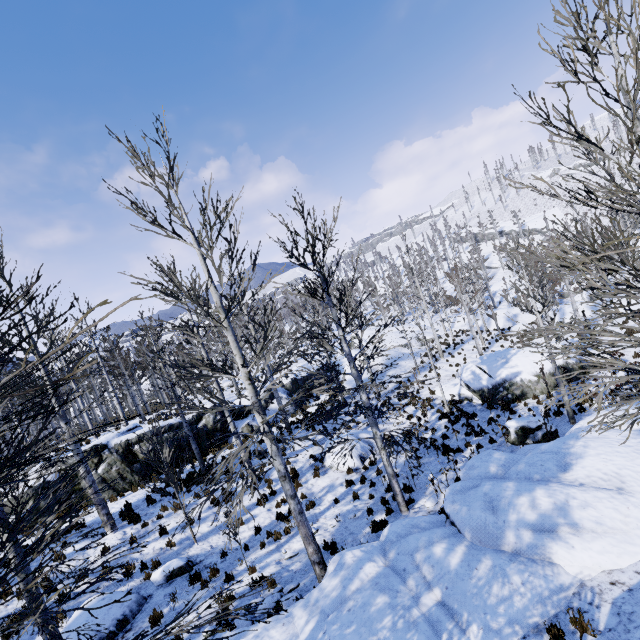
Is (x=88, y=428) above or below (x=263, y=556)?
above

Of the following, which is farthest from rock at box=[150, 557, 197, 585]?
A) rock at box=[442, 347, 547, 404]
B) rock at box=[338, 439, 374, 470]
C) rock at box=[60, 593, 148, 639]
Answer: rock at box=[442, 347, 547, 404]

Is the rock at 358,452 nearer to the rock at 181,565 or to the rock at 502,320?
the rock at 502,320

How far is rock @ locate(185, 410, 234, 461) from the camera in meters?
19.1 m

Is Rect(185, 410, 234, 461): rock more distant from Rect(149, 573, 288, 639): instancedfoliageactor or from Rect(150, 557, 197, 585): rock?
Rect(149, 573, 288, 639): instancedfoliageactor

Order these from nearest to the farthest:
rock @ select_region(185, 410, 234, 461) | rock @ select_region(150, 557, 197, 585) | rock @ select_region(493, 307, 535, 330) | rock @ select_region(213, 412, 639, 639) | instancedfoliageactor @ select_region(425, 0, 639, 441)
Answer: instancedfoliageactor @ select_region(425, 0, 639, 441) → rock @ select_region(213, 412, 639, 639) → rock @ select_region(150, 557, 197, 585) → rock @ select_region(185, 410, 234, 461) → rock @ select_region(493, 307, 535, 330)

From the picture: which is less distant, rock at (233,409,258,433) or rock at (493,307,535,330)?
rock at (233,409,258,433)

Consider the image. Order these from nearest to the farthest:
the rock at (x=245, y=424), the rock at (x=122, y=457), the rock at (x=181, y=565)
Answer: the rock at (x=181, y=565), the rock at (x=122, y=457), the rock at (x=245, y=424)
